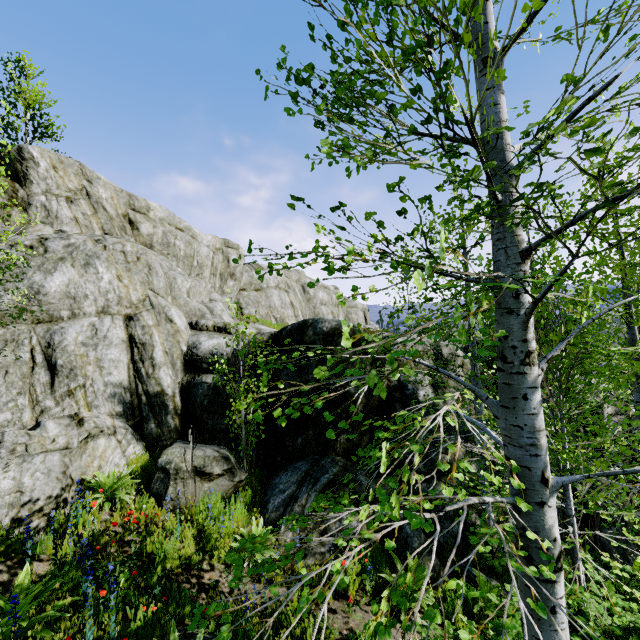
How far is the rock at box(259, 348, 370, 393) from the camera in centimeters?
780cm

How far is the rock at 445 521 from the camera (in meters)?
7.24

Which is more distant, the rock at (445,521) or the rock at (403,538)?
the rock at (445,521)

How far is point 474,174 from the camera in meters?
1.1 m

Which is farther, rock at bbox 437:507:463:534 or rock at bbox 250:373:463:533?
rock at bbox 437:507:463:534

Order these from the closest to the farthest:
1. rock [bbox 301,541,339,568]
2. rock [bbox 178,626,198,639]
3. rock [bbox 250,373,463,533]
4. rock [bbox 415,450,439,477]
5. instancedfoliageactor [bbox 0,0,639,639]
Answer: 1. instancedfoliageactor [bbox 0,0,639,639]
2. rock [bbox 178,626,198,639]
3. rock [bbox 301,541,339,568]
4. rock [bbox 250,373,463,533]
5. rock [bbox 415,450,439,477]
